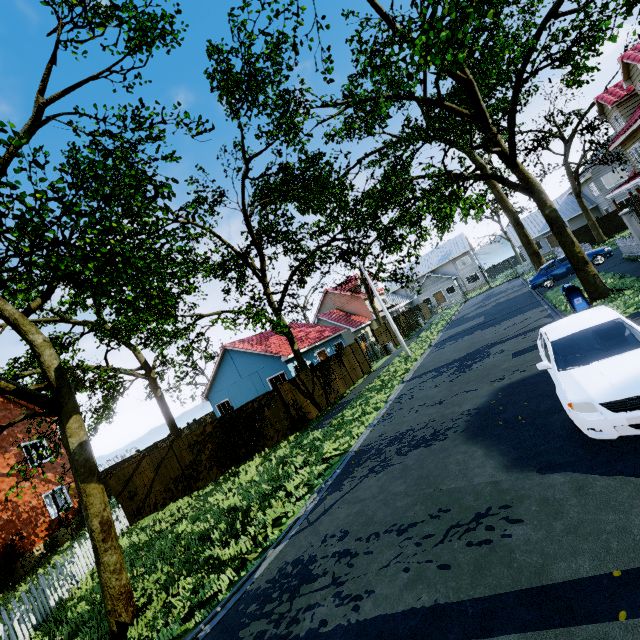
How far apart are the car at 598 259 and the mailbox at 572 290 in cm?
1158

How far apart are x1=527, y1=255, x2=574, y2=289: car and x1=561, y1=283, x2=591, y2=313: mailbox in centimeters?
1158cm

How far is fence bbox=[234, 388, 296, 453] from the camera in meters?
15.3 m

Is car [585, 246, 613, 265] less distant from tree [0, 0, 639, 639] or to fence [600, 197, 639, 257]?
fence [600, 197, 639, 257]

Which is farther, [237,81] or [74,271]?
[237,81]

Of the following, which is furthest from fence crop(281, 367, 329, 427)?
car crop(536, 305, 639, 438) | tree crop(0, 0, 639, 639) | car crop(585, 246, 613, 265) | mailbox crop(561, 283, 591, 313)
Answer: car crop(536, 305, 639, 438)

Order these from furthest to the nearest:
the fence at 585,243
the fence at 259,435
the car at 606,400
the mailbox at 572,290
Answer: the fence at 585,243, the fence at 259,435, the mailbox at 572,290, the car at 606,400

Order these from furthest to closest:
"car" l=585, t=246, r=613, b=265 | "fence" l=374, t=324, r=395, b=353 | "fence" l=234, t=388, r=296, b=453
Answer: "fence" l=374, t=324, r=395, b=353, "car" l=585, t=246, r=613, b=265, "fence" l=234, t=388, r=296, b=453
